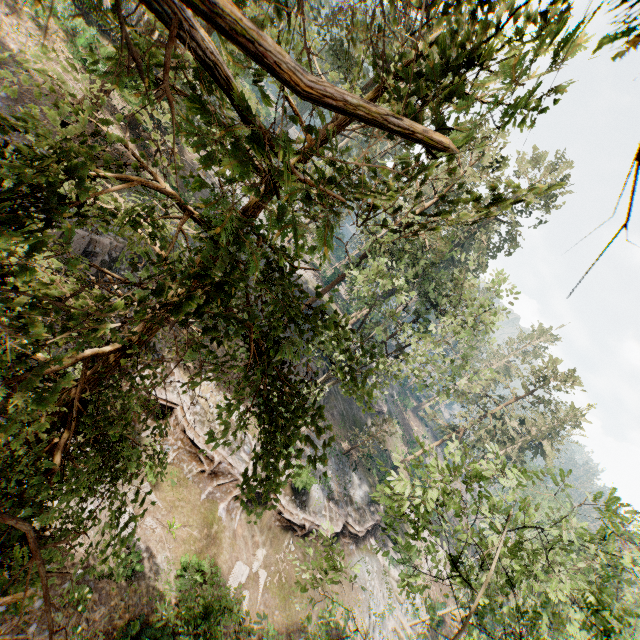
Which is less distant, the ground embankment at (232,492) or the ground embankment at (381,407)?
the ground embankment at (232,492)

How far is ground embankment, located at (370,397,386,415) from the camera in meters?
43.8

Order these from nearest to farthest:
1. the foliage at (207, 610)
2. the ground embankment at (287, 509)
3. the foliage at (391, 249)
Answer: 1. the foliage at (391, 249)
2. the foliage at (207, 610)
3. the ground embankment at (287, 509)

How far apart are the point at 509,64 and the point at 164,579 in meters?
20.6 m

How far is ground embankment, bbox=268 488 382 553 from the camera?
22.1 meters

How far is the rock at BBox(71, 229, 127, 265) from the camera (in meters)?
17.59

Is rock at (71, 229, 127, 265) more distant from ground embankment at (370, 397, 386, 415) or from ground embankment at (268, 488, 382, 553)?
ground embankment at (370, 397, 386, 415)
